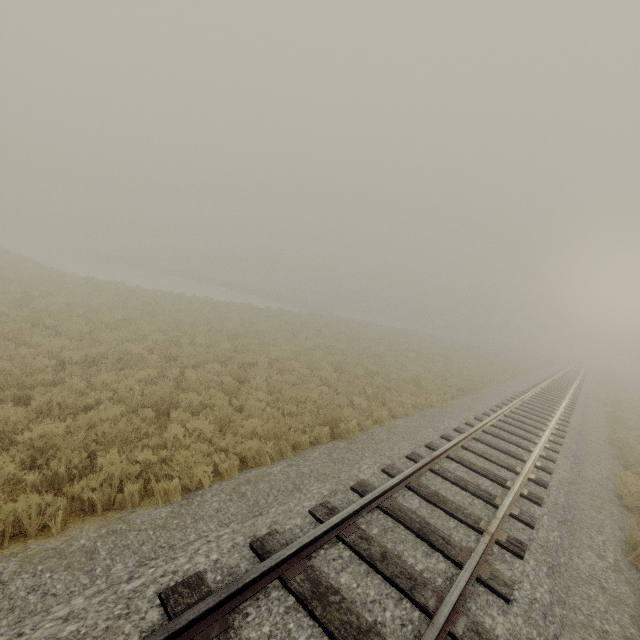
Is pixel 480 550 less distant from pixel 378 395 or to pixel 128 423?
pixel 128 423
